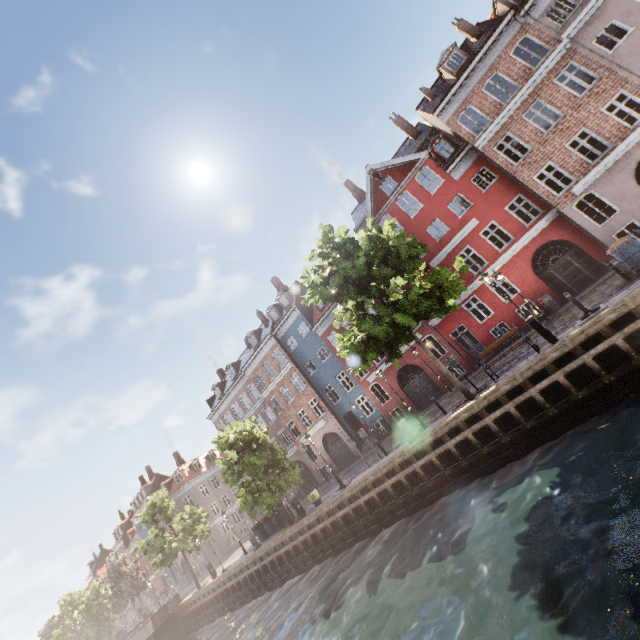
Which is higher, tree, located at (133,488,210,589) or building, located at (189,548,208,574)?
tree, located at (133,488,210,589)

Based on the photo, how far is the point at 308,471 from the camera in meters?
32.0

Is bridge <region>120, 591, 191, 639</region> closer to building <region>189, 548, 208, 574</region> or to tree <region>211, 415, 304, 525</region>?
tree <region>211, 415, 304, 525</region>

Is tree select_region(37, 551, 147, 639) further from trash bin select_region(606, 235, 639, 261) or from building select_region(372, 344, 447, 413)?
trash bin select_region(606, 235, 639, 261)

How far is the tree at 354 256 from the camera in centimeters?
1259cm

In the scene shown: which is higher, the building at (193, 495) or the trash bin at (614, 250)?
the building at (193, 495)

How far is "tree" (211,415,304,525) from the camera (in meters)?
20.66
